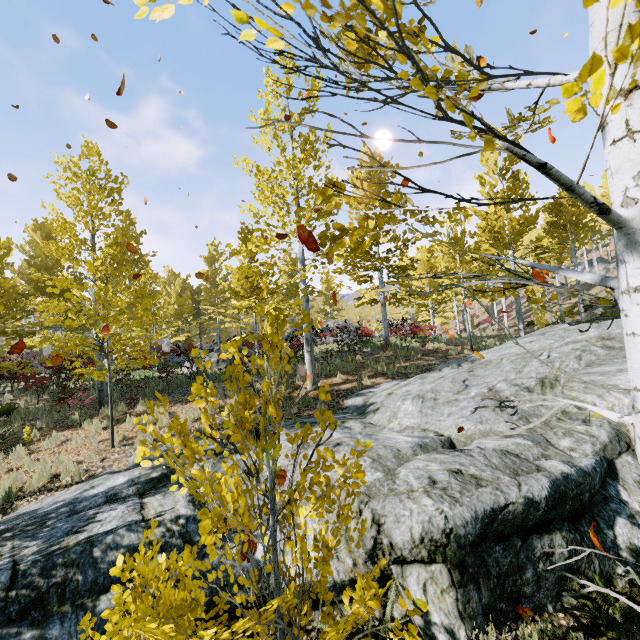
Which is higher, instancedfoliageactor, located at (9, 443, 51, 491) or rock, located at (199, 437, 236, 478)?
Answer: rock, located at (199, 437, 236, 478)

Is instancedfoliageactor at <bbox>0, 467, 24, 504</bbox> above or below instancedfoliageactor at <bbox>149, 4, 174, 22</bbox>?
below

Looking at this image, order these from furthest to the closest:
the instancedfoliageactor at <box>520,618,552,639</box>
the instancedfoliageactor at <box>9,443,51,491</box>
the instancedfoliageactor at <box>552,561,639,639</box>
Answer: the instancedfoliageactor at <box>9,443,51,491</box>
the instancedfoliageactor at <box>520,618,552,639</box>
the instancedfoliageactor at <box>552,561,639,639</box>

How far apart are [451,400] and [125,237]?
13.8 meters

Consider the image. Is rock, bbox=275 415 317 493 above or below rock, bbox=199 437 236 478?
above

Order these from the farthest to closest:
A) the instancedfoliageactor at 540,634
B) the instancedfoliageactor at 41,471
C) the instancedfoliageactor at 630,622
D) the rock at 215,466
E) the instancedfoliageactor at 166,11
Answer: the instancedfoliageactor at 41,471
the rock at 215,466
the instancedfoliageactor at 540,634
the instancedfoliageactor at 630,622
the instancedfoliageactor at 166,11

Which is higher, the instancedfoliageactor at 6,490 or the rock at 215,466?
the rock at 215,466
